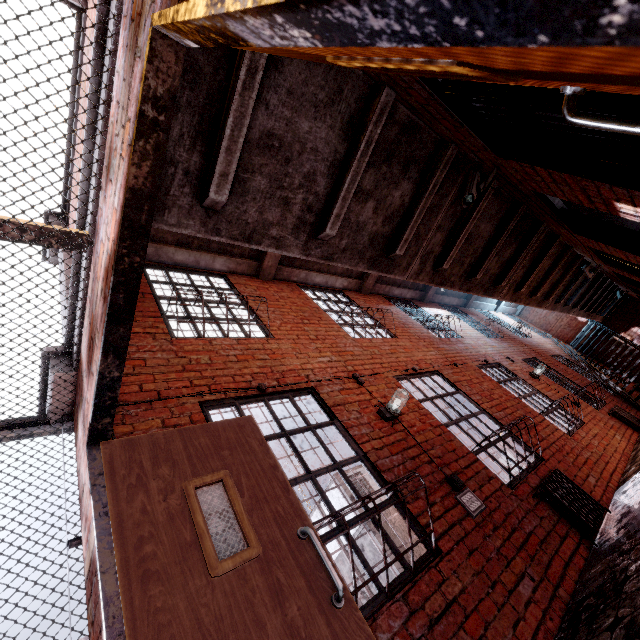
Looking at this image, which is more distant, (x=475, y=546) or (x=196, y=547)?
(x=475, y=546)

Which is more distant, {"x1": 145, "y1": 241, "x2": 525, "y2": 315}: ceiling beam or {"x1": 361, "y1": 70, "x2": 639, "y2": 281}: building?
{"x1": 145, "y1": 241, "x2": 525, "y2": 315}: ceiling beam

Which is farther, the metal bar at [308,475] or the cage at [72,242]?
the metal bar at [308,475]

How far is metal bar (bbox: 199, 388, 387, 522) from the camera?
2.8 meters

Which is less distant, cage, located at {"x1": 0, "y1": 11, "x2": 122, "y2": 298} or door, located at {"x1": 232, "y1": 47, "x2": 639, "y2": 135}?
door, located at {"x1": 232, "y1": 47, "x2": 639, "y2": 135}

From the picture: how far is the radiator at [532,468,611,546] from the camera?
3.5 meters

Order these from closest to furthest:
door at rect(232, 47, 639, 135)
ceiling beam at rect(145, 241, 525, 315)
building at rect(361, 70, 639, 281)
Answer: door at rect(232, 47, 639, 135) → building at rect(361, 70, 639, 281) → ceiling beam at rect(145, 241, 525, 315)

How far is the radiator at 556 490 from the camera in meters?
3.5 m
